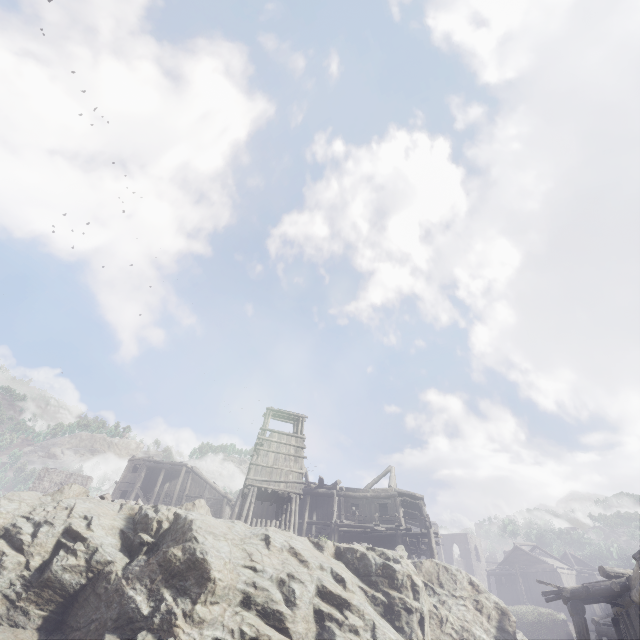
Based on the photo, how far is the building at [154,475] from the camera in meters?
21.1 m

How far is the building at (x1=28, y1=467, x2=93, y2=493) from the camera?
40.81m

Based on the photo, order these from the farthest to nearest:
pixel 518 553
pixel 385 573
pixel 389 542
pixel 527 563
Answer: pixel 518 553 < pixel 527 563 < pixel 389 542 < pixel 385 573

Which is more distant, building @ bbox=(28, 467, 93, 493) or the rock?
building @ bbox=(28, 467, 93, 493)

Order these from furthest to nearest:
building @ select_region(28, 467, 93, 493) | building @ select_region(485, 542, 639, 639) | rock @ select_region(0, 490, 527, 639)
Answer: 1. building @ select_region(28, 467, 93, 493)
2. building @ select_region(485, 542, 639, 639)
3. rock @ select_region(0, 490, 527, 639)
